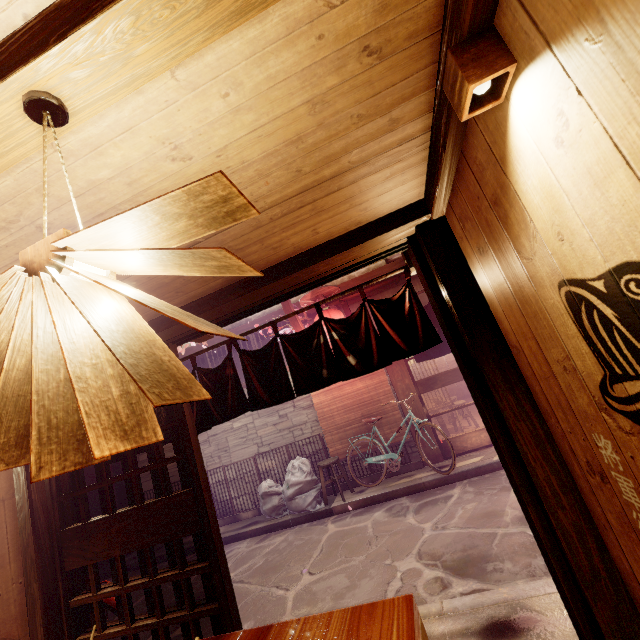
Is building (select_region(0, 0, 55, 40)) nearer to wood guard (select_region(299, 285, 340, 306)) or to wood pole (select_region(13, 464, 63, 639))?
wood pole (select_region(13, 464, 63, 639))

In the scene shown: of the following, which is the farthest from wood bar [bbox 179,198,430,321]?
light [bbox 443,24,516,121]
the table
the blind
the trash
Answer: the blind

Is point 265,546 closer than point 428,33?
No

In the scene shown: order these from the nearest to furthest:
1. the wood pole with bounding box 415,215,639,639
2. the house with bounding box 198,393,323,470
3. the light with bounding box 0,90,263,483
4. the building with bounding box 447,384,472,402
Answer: the light with bounding box 0,90,263,483
the wood pole with bounding box 415,215,639,639
the house with bounding box 198,393,323,470
the building with bounding box 447,384,472,402

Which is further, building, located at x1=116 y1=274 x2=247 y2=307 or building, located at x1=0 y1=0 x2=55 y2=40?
building, located at x1=116 y1=274 x2=247 y2=307

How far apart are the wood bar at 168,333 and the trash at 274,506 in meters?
8.8 m

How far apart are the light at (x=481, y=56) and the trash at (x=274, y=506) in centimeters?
1216cm

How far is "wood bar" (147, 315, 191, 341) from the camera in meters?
4.3
